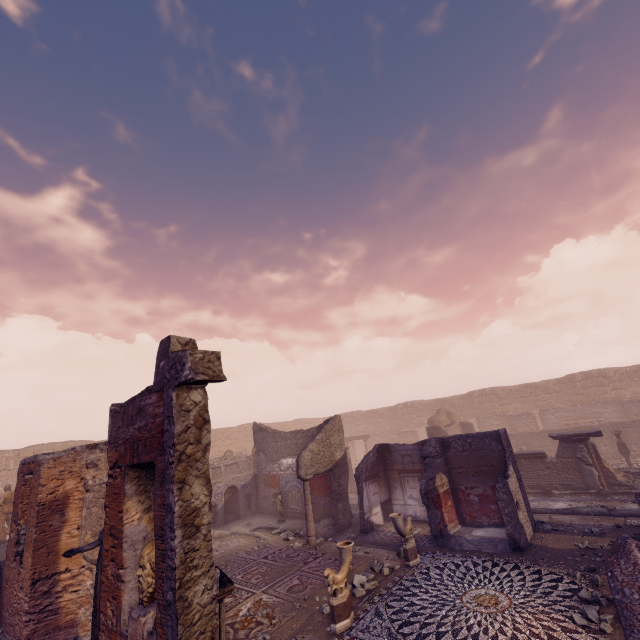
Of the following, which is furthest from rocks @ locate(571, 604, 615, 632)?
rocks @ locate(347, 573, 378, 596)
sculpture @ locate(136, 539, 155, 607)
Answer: sculpture @ locate(136, 539, 155, 607)

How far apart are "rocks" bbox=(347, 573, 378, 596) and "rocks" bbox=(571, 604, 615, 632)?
3.9 meters

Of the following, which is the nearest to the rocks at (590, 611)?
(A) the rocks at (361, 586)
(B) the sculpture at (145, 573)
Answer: (A) the rocks at (361, 586)

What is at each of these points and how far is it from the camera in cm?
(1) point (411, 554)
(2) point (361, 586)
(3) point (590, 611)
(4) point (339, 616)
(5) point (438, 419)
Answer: (1) sculpture, 853
(2) rocks, 768
(3) rocks, 554
(4) sculpture, 628
(5) wall arch, 2325

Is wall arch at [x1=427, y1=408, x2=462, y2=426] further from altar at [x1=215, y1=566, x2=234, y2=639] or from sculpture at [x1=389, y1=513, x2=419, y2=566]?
altar at [x1=215, y1=566, x2=234, y2=639]

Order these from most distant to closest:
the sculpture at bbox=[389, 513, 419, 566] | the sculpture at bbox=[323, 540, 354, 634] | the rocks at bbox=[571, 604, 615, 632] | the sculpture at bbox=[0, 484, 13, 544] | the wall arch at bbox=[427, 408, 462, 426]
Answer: the wall arch at bbox=[427, 408, 462, 426] < the sculpture at bbox=[0, 484, 13, 544] < the sculpture at bbox=[389, 513, 419, 566] < the sculpture at bbox=[323, 540, 354, 634] < the rocks at bbox=[571, 604, 615, 632]

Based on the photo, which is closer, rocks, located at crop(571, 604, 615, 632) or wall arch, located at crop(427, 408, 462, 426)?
rocks, located at crop(571, 604, 615, 632)

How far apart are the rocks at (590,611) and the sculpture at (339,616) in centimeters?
388cm
